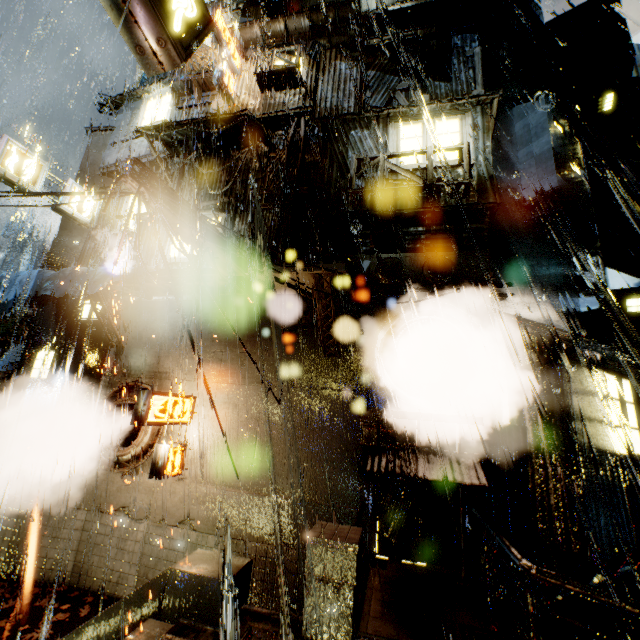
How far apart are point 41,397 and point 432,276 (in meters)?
13.60

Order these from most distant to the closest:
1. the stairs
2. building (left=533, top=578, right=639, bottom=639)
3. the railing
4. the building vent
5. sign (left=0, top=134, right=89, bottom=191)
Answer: the building vent
sign (left=0, top=134, right=89, bottom=191)
building (left=533, top=578, right=639, bottom=639)
the stairs
the railing

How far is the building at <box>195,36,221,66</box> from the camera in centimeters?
1266cm

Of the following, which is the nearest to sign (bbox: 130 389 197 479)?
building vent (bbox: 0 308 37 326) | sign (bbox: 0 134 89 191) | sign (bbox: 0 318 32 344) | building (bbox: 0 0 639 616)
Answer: building (bbox: 0 0 639 616)

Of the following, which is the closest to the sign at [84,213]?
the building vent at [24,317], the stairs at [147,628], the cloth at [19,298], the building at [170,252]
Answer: the building at [170,252]

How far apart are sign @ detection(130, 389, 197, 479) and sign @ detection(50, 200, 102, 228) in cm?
912

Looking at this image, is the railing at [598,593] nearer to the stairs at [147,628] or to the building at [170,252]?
the building at [170,252]

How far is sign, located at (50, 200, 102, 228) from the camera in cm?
1254
